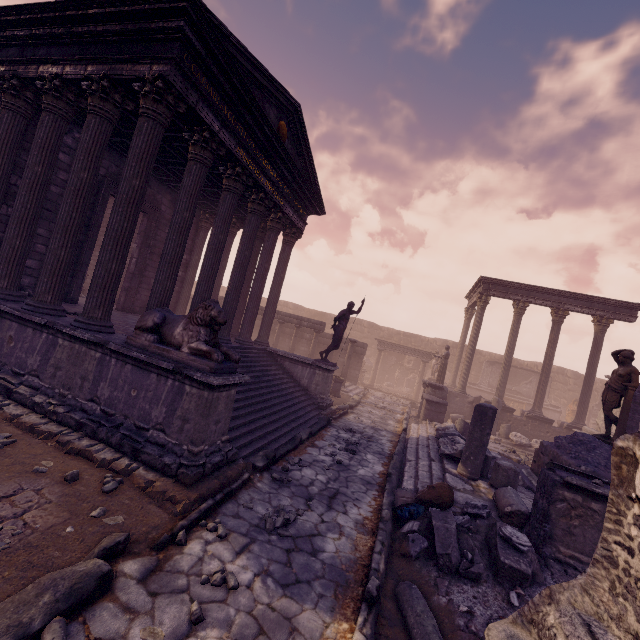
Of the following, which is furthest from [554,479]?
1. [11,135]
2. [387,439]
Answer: [11,135]

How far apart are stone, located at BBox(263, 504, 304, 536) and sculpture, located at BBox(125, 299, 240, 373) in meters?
2.2 m

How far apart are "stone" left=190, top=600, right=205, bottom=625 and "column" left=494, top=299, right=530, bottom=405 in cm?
1715

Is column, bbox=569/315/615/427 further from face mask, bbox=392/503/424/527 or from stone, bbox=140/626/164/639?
stone, bbox=140/626/164/639

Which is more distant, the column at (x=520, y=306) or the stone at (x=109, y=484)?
the column at (x=520, y=306)

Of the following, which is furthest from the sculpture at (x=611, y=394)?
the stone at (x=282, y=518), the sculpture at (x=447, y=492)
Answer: the stone at (x=282, y=518)

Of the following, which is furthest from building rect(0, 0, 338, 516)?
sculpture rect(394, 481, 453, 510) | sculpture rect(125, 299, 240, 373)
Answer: sculpture rect(394, 481, 453, 510)

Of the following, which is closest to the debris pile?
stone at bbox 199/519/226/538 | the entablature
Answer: stone at bbox 199/519/226/538
